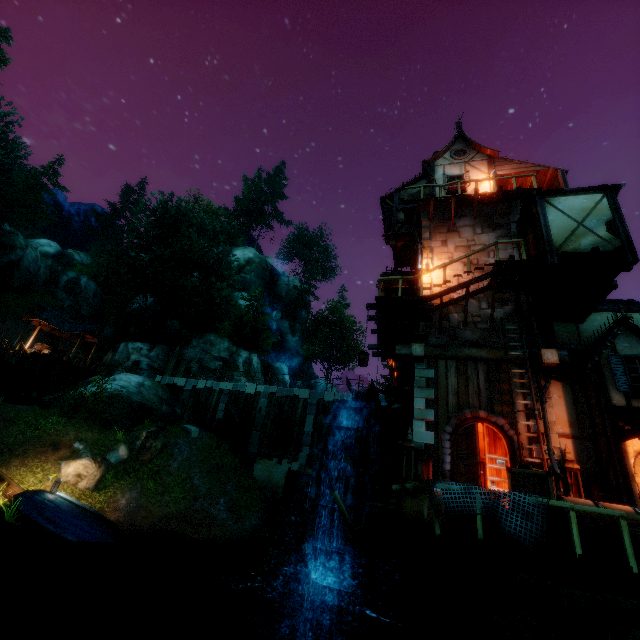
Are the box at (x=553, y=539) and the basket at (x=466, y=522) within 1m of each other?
yes

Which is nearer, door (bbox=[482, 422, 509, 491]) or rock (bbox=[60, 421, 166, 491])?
A: door (bbox=[482, 422, 509, 491])

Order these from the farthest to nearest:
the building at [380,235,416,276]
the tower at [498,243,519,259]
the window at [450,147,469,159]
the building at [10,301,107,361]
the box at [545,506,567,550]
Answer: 1. the building at [10,301,107,361]
2. the window at [450,147,469,159]
3. the building at [380,235,416,276]
4. the tower at [498,243,519,259]
5. the box at [545,506,567,550]

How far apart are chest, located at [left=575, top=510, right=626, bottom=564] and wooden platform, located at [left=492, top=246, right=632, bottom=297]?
7.3m

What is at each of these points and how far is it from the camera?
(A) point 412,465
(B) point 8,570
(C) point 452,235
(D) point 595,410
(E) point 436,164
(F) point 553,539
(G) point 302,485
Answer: (A) tower, 10.1m
(B) rock, 8.8m
(C) tower, 14.5m
(D) building, 9.6m
(E) building, 17.9m
(F) box, 6.1m
(G) waterwhell, 13.0m

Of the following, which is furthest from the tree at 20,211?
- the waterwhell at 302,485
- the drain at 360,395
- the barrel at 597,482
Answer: the waterwhell at 302,485

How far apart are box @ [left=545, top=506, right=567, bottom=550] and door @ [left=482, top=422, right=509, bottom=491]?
2.03m

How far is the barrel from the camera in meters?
8.4 m
